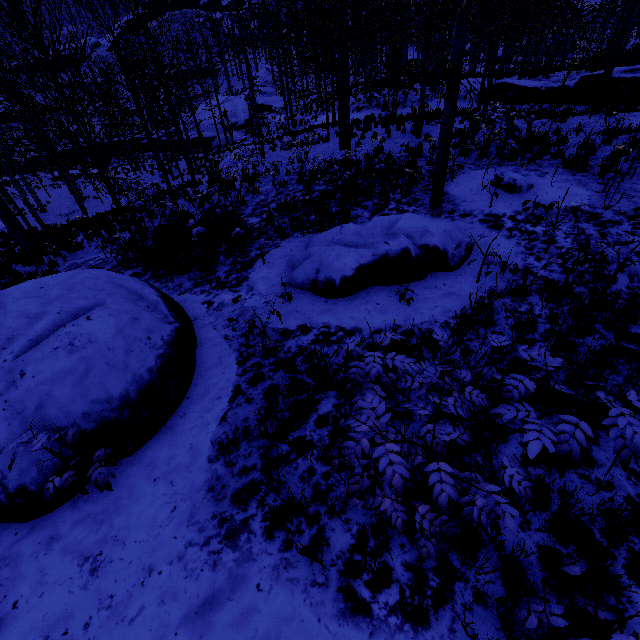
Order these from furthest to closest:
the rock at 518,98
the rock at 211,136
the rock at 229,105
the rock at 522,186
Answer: the rock at 229,105
the rock at 211,136
the rock at 518,98
the rock at 522,186

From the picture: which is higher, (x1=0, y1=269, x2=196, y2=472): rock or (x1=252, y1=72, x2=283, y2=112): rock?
(x1=0, y1=269, x2=196, y2=472): rock

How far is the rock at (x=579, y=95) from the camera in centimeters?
1588cm

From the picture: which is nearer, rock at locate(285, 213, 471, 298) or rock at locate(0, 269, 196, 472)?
rock at locate(0, 269, 196, 472)

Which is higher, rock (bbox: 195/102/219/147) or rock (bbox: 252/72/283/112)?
rock (bbox: 252/72/283/112)

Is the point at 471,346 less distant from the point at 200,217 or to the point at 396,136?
the point at 200,217

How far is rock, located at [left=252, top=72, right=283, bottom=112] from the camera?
43.2 meters

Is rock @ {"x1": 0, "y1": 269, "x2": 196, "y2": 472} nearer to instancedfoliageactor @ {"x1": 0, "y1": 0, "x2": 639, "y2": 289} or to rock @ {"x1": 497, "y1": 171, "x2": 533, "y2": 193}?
rock @ {"x1": 497, "y1": 171, "x2": 533, "y2": 193}
